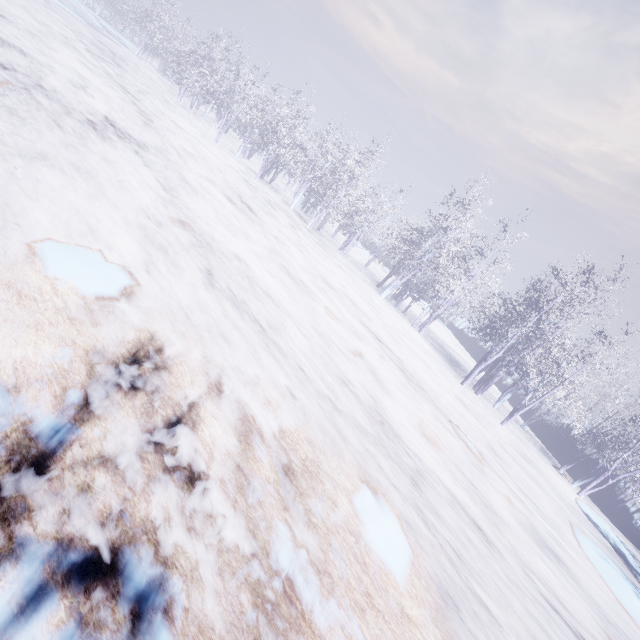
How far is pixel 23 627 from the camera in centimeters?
177cm
